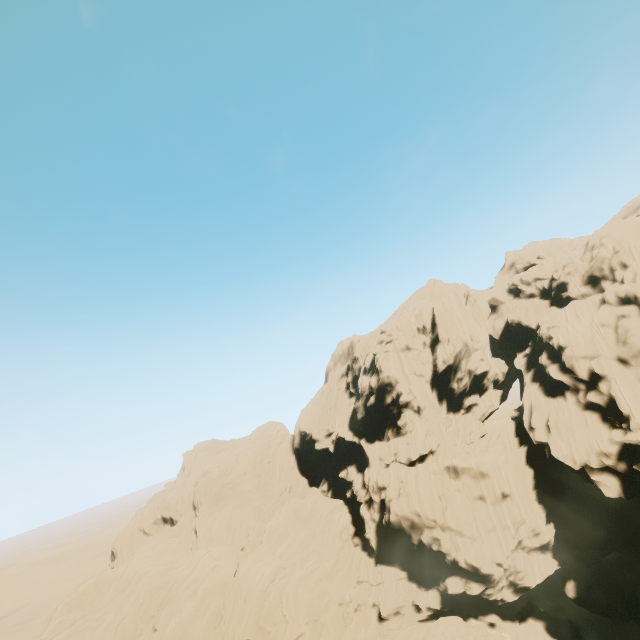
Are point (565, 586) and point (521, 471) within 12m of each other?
yes
